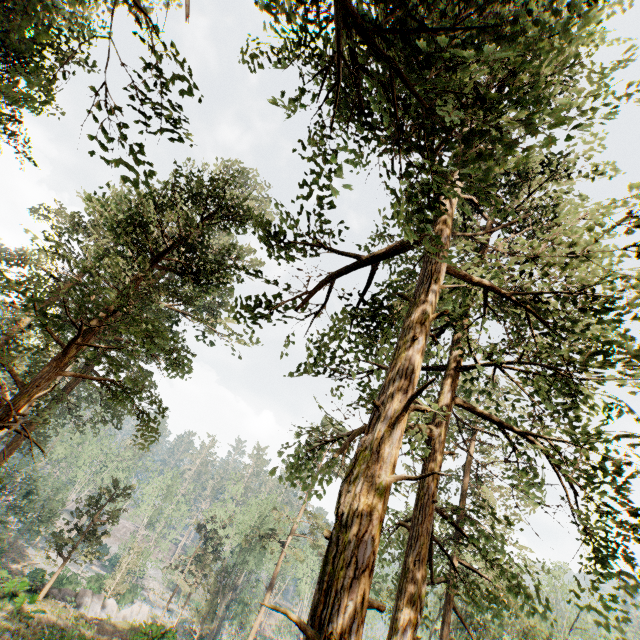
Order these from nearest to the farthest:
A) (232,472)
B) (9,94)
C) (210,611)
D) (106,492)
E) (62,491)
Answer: (9,94)
(106,492)
(210,611)
(232,472)
(62,491)

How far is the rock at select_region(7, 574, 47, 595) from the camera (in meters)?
20.23

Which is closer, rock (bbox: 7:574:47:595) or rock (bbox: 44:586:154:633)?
rock (bbox: 7:574:47:595)

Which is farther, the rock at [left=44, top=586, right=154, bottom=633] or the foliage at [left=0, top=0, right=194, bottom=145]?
the rock at [left=44, top=586, right=154, bottom=633]

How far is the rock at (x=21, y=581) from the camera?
20.2m

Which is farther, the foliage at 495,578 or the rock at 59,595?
the rock at 59,595
